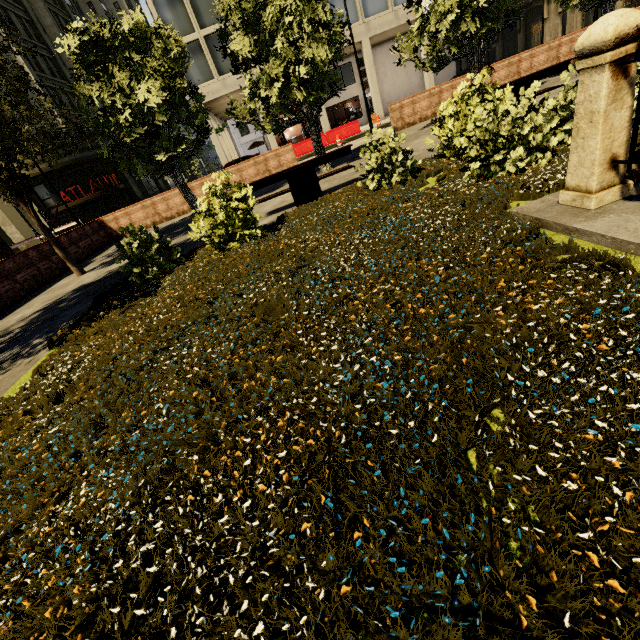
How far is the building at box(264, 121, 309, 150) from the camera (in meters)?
28.78

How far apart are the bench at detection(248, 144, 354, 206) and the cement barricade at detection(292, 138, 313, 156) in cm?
1901

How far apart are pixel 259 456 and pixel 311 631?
0.8m

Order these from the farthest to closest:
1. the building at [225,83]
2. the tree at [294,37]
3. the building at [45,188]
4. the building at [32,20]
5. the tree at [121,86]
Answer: the building at [32,20] → the building at [45,188] → the building at [225,83] → the tree at [294,37] → the tree at [121,86]

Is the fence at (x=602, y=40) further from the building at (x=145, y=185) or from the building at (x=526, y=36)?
the building at (x=145, y=185)

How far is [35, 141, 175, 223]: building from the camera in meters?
27.1 m

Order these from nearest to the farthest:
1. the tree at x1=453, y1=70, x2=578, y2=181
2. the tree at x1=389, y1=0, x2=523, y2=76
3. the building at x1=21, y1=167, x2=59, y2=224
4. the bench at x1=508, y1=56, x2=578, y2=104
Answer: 1. the tree at x1=453, y1=70, x2=578, y2=181
2. the bench at x1=508, y1=56, x2=578, y2=104
3. the tree at x1=389, y1=0, x2=523, y2=76
4. the building at x1=21, y1=167, x2=59, y2=224
